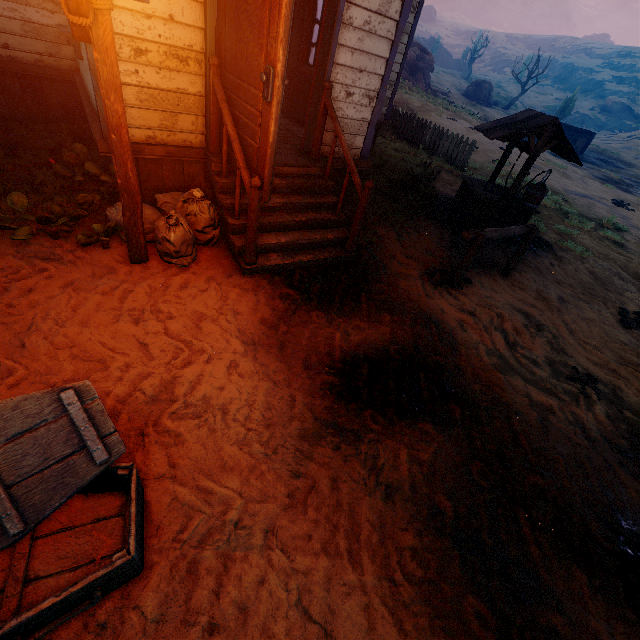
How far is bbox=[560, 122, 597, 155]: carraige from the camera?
24.4 meters

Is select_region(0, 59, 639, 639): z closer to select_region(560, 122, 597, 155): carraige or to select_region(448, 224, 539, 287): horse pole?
select_region(448, 224, 539, 287): horse pole

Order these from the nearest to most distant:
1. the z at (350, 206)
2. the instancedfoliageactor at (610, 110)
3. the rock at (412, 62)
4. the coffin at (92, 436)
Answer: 1. the coffin at (92, 436)
2. the z at (350, 206)
3. the rock at (412, 62)
4. the instancedfoliageactor at (610, 110)

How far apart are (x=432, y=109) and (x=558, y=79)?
62.86m

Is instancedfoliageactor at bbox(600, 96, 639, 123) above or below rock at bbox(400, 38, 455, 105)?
above

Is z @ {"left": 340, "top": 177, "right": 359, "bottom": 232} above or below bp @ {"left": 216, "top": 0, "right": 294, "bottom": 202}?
below

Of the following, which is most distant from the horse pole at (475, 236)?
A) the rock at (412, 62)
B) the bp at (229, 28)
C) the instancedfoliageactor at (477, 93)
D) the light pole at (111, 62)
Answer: the instancedfoliageactor at (477, 93)

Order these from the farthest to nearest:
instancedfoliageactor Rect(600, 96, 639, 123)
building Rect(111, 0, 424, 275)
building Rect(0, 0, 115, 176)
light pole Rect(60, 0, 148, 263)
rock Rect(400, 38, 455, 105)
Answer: instancedfoliageactor Rect(600, 96, 639, 123) → rock Rect(400, 38, 455, 105) → building Rect(0, 0, 115, 176) → building Rect(111, 0, 424, 275) → light pole Rect(60, 0, 148, 263)
